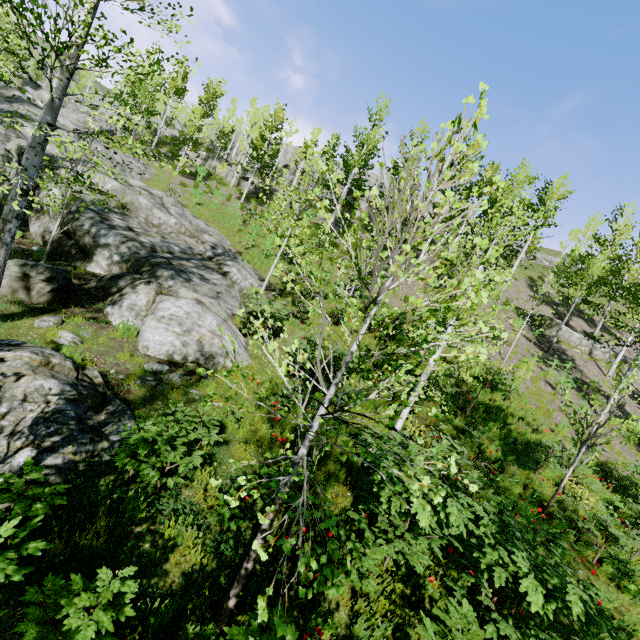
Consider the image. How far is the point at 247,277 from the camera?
14.80m

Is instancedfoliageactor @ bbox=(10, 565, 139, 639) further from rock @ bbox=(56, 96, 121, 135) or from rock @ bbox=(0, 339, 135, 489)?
rock @ bbox=(0, 339, 135, 489)

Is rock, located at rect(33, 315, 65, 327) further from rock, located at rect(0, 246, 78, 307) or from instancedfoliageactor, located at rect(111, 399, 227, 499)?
instancedfoliageactor, located at rect(111, 399, 227, 499)

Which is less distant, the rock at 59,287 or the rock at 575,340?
the rock at 59,287

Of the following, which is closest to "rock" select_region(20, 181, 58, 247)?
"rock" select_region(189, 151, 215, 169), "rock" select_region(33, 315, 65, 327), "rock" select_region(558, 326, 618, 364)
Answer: A: "rock" select_region(33, 315, 65, 327)

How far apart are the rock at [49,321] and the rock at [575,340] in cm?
2630

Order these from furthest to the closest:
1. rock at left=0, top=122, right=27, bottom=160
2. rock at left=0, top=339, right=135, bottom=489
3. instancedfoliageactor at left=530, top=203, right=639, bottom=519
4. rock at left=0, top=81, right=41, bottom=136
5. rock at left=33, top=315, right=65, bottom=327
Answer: rock at left=0, top=81, right=41, bottom=136 → rock at left=0, top=122, right=27, bottom=160 → instancedfoliageactor at left=530, top=203, right=639, bottom=519 → rock at left=33, top=315, right=65, bottom=327 → rock at left=0, top=339, right=135, bottom=489

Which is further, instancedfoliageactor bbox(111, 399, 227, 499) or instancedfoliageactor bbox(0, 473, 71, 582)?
instancedfoliageactor bbox(111, 399, 227, 499)
